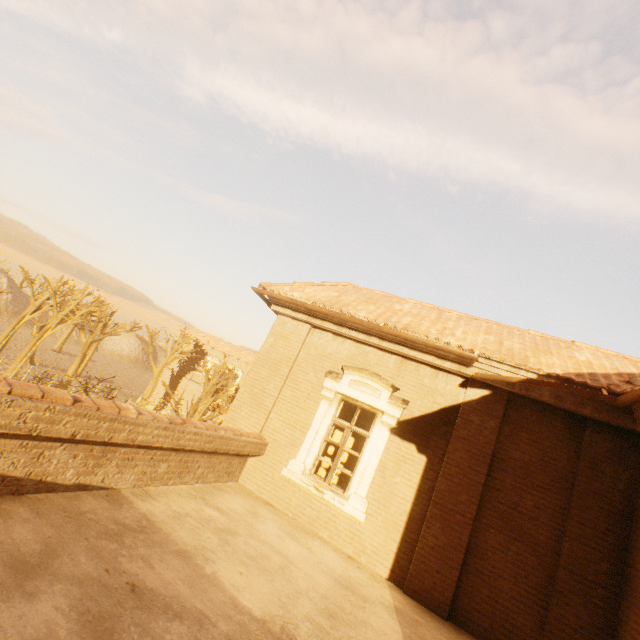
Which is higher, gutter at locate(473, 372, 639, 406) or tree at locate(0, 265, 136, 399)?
gutter at locate(473, 372, 639, 406)

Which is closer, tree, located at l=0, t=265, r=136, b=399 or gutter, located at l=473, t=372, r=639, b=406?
gutter, located at l=473, t=372, r=639, b=406

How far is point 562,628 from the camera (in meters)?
5.01

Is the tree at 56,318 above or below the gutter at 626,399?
below

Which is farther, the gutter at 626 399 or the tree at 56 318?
the tree at 56 318
